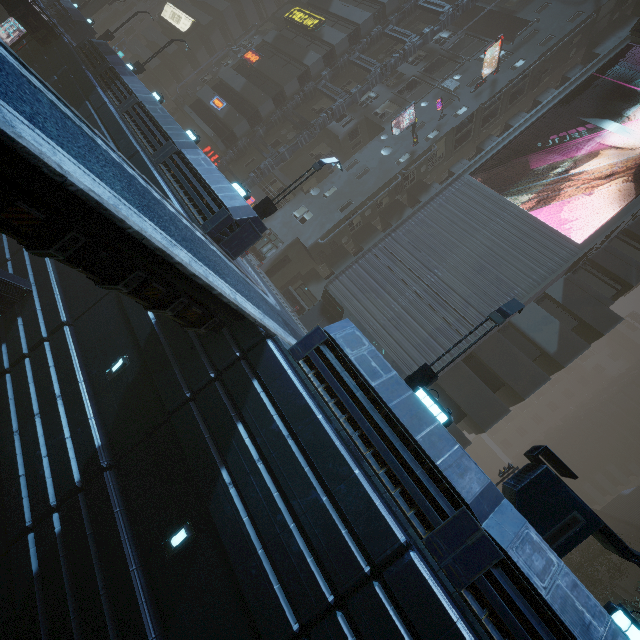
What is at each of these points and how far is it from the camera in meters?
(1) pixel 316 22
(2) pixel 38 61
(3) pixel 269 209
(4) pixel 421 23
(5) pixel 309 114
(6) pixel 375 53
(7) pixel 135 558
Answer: (1) sign, 31.0 m
(2) building, 23.1 m
(3) street light, 15.0 m
(4) building, 31.4 m
(5) building, 31.4 m
(6) building, 31.7 m
(7) building, 8.1 m

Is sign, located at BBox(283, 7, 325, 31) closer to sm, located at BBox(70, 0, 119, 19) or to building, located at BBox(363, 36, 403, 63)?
building, located at BBox(363, 36, 403, 63)

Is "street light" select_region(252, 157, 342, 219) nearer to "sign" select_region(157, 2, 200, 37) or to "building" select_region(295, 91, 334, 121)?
"building" select_region(295, 91, 334, 121)

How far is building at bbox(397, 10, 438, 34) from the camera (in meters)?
30.98

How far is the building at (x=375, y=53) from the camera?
31.0 meters

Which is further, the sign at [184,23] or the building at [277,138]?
the sign at [184,23]

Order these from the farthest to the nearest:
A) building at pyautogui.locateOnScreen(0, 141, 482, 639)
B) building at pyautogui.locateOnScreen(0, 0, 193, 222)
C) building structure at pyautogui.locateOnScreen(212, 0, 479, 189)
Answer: building structure at pyautogui.locateOnScreen(212, 0, 479, 189)
building at pyautogui.locateOnScreen(0, 0, 193, 222)
building at pyautogui.locateOnScreen(0, 141, 482, 639)

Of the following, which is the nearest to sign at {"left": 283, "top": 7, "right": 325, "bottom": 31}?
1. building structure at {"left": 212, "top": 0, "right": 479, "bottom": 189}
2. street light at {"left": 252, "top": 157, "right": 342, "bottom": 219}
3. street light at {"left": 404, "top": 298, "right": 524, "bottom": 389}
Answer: building structure at {"left": 212, "top": 0, "right": 479, "bottom": 189}
